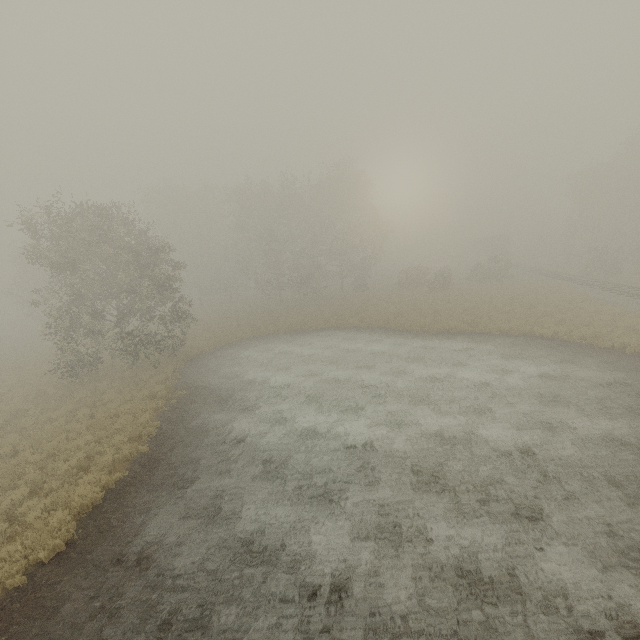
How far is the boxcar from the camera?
58.0m

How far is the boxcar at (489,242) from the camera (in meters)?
58.03

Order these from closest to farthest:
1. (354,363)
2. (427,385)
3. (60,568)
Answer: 1. (60,568)
2. (427,385)
3. (354,363)
